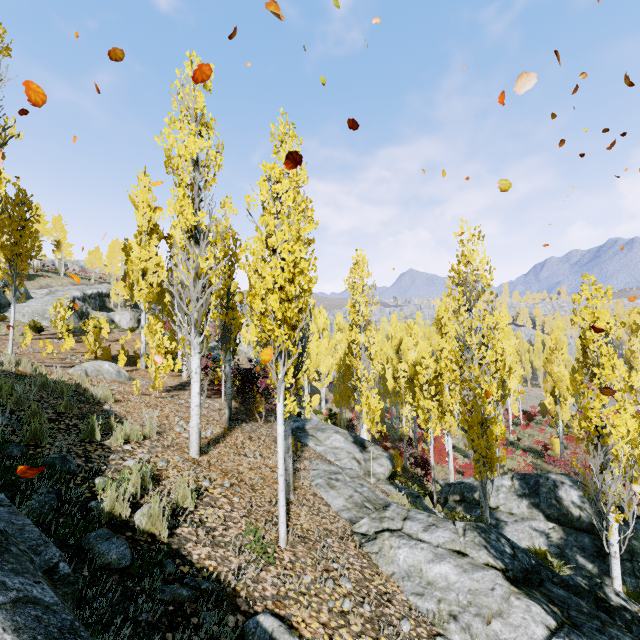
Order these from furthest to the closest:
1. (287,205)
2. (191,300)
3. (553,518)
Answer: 1. (553,518)
2. (287,205)
3. (191,300)

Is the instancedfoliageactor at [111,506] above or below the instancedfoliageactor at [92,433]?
below

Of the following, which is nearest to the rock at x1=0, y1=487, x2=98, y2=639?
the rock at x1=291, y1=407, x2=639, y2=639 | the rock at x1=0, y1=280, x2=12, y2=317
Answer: the rock at x1=291, y1=407, x2=639, y2=639

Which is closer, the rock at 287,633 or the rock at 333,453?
the rock at 287,633

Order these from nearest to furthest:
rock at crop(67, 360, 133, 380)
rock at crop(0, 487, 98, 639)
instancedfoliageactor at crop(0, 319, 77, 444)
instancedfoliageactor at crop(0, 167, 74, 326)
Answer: rock at crop(0, 487, 98, 639) < instancedfoliageactor at crop(0, 319, 77, 444) < instancedfoliageactor at crop(0, 167, 74, 326) < rock at crop(67, 360, 133, 380)

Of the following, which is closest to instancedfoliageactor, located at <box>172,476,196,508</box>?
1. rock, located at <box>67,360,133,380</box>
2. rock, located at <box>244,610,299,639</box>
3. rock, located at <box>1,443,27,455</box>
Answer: rock, located at <box>1,443,27,455</box>

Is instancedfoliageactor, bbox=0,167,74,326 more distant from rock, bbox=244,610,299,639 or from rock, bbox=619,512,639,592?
rock, bbox=244,610,299,639
